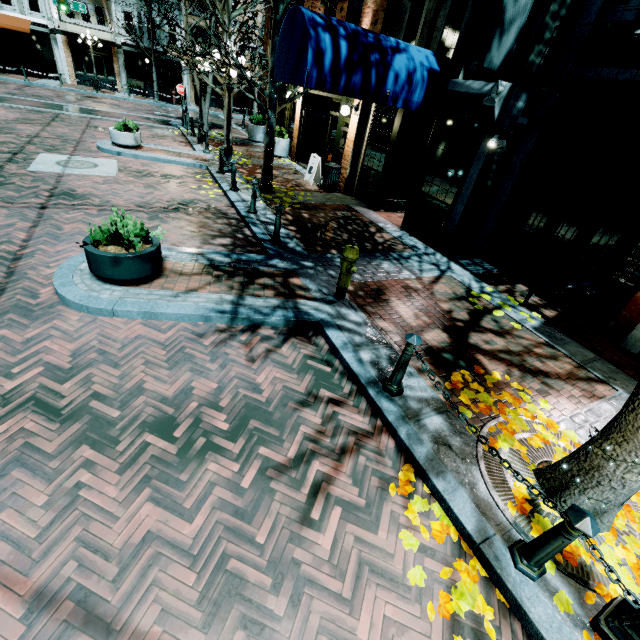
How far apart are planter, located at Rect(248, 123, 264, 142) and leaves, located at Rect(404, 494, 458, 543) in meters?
19.5

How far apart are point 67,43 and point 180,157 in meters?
24.7

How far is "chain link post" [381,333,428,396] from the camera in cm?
360

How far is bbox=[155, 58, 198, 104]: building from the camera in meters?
28.3 m

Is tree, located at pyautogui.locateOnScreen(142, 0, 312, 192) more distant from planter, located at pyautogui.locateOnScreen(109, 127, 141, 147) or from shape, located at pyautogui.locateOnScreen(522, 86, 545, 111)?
shape, located at pyautogui.locateOnScreen(522, 86, 545, 111)

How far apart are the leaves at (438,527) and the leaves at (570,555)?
0.6 meters

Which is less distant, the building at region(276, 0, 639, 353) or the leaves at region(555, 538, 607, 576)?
the leaves at region(555, 538, 607, 576)

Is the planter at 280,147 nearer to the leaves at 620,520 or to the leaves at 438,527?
the leaves at 620,520
